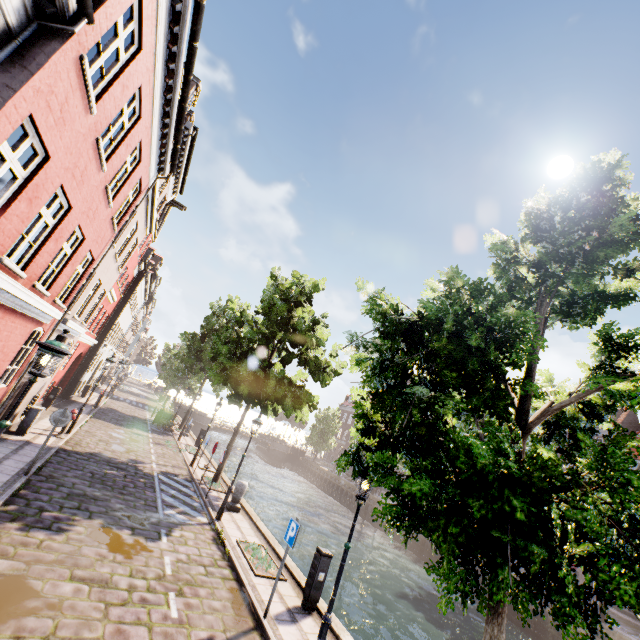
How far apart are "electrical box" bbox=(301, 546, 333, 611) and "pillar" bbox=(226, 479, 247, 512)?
5.69m

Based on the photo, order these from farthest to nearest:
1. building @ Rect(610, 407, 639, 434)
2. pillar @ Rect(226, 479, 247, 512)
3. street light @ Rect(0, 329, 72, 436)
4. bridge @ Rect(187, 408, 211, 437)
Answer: bridge @ Rect(187, 408, 211, 437), building @ Rect(610, 407, 639, 434), pillar @ Rect(226, 479, 247, 512), street light @ Rect(0, 329, 72, 436)

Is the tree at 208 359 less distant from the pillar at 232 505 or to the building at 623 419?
the pillar at 232 505

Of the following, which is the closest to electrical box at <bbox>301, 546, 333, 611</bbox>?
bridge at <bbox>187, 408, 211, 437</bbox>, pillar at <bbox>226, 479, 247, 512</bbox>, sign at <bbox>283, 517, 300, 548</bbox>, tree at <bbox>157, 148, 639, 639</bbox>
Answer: sign at <bbox>283, 517, 300, 548</bbox>

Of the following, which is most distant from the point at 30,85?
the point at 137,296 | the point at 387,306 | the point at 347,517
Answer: the point at 347,517

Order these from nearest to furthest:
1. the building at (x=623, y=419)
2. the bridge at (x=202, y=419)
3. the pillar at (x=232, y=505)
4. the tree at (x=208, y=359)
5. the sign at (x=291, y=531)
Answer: the tree at (x=208, y=359) < the sign at (x=291, y=531) < the pillar at (x=232, y=505) < the building at (x=623, y=419) < the bridge at (x=202, y=419)

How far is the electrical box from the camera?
7.88m

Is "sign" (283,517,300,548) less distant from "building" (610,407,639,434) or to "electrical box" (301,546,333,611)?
"electrical box" (301,546,333,611)
